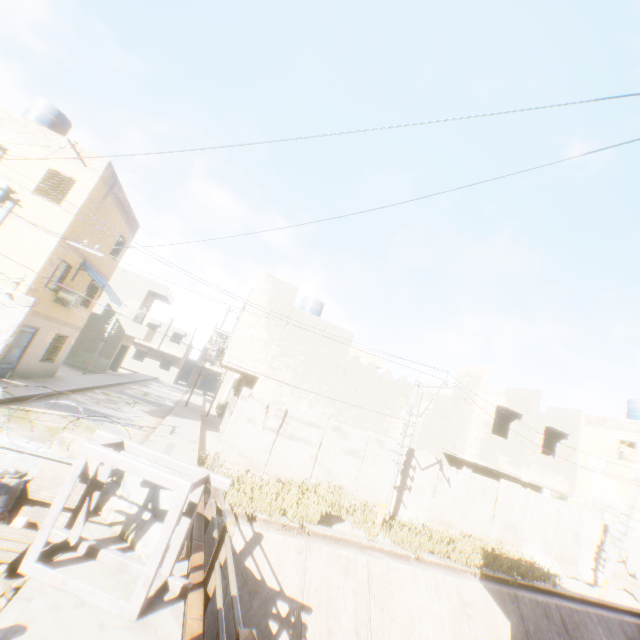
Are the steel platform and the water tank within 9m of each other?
no

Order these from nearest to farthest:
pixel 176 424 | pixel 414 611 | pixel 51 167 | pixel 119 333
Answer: pixel 414 611 < pixel 51 167 < pixel 176 424 < pixel 119 333

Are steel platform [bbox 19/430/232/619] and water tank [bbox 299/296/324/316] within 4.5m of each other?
no

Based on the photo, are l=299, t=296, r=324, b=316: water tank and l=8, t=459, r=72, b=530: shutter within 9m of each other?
no

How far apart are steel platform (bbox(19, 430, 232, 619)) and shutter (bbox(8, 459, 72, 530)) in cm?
47

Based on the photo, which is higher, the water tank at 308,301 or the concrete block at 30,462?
the water tank at 308,301

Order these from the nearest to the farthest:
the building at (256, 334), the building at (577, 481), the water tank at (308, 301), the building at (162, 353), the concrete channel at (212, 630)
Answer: the concrete channel at (212, 630)
the building at (256, 334)
the building at (577, 481)
the water tank at (308, 301)
the building at (162, 353)
